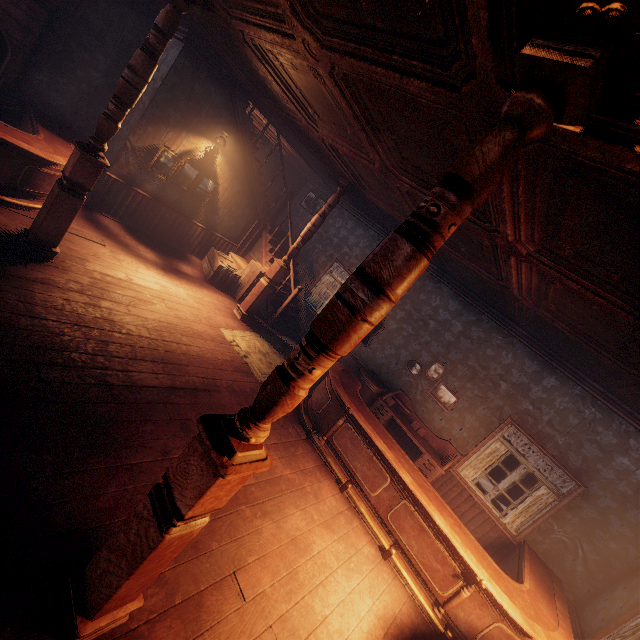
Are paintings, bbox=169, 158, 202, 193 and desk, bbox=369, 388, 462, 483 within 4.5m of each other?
no

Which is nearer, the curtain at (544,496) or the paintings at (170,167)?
the curtain at (544,496)

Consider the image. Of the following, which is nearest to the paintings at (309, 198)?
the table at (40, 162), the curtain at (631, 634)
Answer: the table at (40, 162)

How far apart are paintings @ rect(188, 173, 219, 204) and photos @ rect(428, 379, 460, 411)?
6.4 meters

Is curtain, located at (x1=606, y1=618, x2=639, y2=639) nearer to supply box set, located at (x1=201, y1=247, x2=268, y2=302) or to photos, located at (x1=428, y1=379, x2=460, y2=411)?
photos, located at (x1=428, y1=379, x2=460, y2=411)

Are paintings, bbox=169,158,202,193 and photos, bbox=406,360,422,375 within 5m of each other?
no

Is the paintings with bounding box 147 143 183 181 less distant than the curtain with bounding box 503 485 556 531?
No

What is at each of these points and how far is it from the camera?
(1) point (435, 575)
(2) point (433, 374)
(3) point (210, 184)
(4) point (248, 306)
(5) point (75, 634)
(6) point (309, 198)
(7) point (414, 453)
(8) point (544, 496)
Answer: (1) table, 4.1m
(2) photos, 7.4m
(3) paintings, 7.9m
(4) pillars, 7.6m
(5) pillars, 1.9m
(6) paintings, 10.8m
(7) building, 7.3m
(8) curtain, 5.9m
